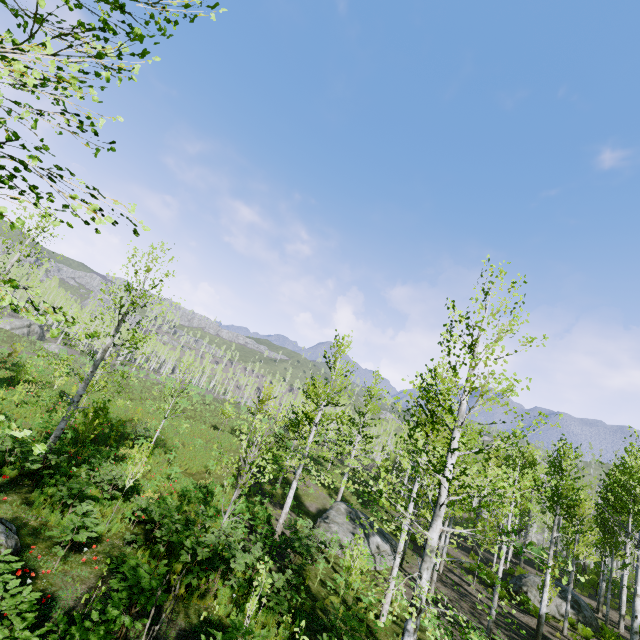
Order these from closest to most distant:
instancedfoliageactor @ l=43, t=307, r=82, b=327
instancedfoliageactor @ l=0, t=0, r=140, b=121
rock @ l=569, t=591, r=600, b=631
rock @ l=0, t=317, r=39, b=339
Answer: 1. instancedfoliageactor @ l=0, t=0, r=140, b=121
2. instancedfoliageactor @ l=43, t=307, r=82, b=327
3. rock @ l=569, t=591, r=600, b=631
4. rock @ l=0, t=317, r=39, b=339

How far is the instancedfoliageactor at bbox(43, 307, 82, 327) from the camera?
3.5m

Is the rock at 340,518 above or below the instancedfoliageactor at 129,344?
below

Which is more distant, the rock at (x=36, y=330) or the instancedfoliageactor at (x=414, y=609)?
the rock at (x=36, y=330)

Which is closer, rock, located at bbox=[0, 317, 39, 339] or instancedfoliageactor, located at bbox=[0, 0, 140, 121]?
instancedfoliageactor, located at bbox=[0, 0, 140, 121]

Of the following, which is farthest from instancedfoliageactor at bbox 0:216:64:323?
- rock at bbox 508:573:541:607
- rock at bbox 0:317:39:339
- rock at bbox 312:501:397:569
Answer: rock at bbox 0:317:39:339

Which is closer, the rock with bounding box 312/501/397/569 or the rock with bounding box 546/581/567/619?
the rock with bounding box 546/581/567/619

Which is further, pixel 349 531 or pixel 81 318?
pixel 349 531
